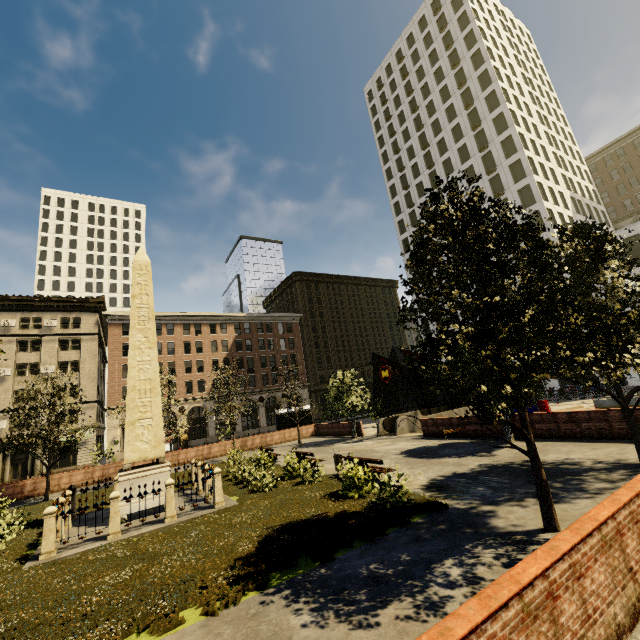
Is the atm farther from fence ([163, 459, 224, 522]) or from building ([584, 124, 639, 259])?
building ([584, 124, 639, 259])

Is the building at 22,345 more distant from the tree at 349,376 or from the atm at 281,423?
the atm at 281,423

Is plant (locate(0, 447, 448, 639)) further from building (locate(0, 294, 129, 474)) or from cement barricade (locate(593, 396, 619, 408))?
building (locate(0, 294, 129, 474))

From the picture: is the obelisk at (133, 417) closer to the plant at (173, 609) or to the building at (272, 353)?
the plant at (173, 609)

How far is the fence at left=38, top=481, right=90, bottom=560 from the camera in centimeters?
970cm

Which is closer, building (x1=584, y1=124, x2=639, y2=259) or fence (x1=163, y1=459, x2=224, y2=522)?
fence (x1=163, y1=459, x2=224, y2=522)

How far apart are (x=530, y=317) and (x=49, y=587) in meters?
14.6

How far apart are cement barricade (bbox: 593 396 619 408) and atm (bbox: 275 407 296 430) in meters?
25.2
